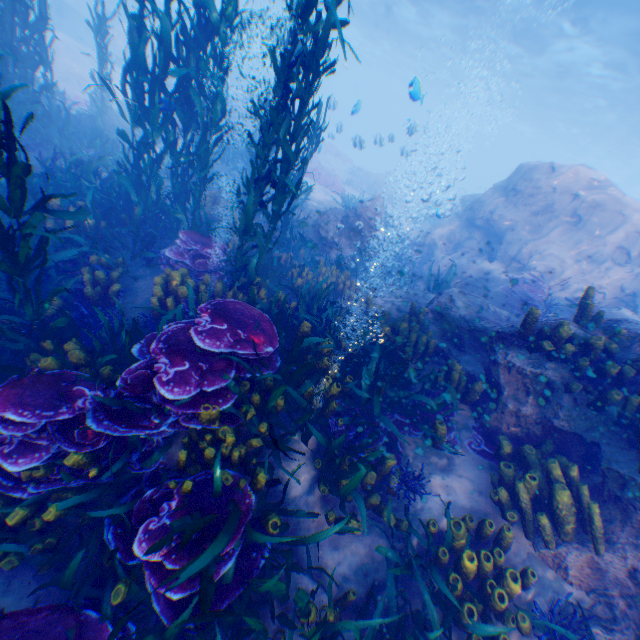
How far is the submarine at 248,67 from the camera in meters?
30.5 m

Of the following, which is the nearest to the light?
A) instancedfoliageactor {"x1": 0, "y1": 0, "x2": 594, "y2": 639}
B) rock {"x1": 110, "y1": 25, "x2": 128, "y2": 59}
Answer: rock {"x1": 110, "y1": 25, "x2": 128, "y2": 59}

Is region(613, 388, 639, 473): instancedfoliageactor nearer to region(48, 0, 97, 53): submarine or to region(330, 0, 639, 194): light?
region(48, 0, 97, 53): submarine

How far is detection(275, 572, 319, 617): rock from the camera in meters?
3.1

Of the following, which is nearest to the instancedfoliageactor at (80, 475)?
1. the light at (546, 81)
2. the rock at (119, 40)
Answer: the rock at (119, 40)

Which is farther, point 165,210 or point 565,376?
point 165,210

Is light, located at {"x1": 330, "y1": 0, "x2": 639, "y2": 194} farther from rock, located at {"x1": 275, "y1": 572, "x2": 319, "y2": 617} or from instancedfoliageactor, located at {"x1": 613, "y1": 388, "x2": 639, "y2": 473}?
instancedfoliageactor, located at {"x1": 613, "y1": 388, "x2": 639, "y2": 473}
